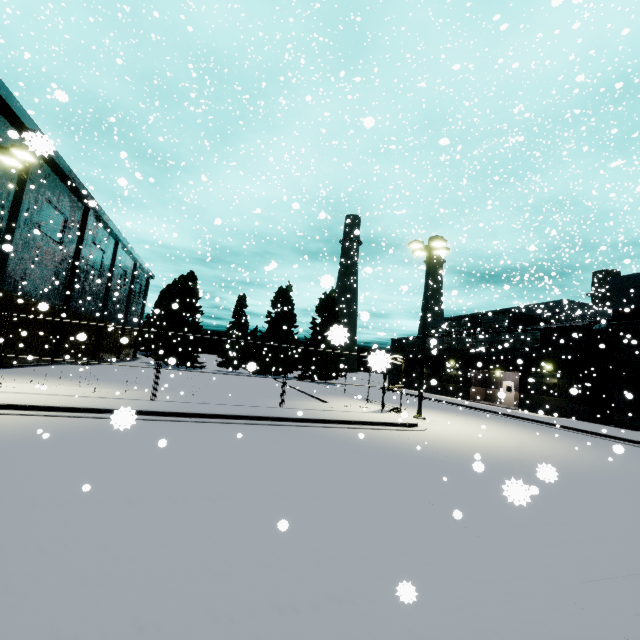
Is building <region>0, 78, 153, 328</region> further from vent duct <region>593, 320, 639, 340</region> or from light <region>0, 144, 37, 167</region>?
light <region>0, 144, 37, 167</region>

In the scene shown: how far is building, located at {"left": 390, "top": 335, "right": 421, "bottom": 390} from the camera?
45.45m

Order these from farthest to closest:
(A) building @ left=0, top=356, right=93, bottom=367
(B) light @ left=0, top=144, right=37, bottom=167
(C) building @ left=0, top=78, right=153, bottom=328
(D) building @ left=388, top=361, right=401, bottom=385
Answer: (D) building @ left=388, top=361, right=401, bottom=385
(A) building @ left=0, top=356, right=93, bottom=367
(C) building @ left=0, top=78, right=153, bottom=328
(B) light @ left=0, top=144, right=37, bottom=167

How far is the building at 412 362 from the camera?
45.5m

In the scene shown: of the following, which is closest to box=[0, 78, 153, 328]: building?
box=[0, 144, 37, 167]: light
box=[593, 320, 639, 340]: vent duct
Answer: box=[593, 320, 639, 340]: vent duct

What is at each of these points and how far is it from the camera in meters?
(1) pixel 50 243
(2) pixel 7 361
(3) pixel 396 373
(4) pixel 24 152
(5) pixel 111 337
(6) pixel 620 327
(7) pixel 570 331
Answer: (1) building, 26.1 m
(2) building, 22.9 m
(3) building, 50.7 m
(4) light, 13.3 m
(5) building, 44.5 m
(6) vent duct, 22.3 m
(7) building, 26.4 m

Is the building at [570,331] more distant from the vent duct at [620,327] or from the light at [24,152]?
the light at [24,152]
